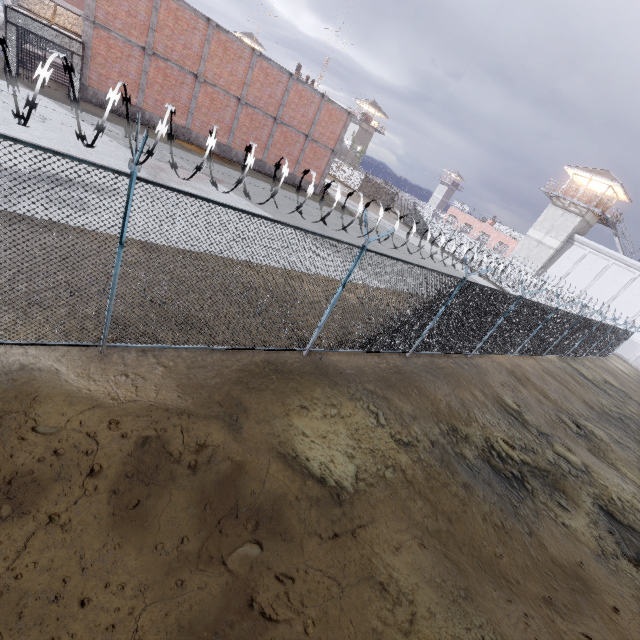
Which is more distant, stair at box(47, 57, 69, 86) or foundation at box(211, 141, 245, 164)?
foundation at box(211, 141, 245, 164)

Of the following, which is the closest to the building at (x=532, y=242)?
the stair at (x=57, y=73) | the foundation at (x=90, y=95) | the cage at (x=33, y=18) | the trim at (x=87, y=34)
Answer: the trim at (x=87, y=34)

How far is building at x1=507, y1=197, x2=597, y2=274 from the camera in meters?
36.2 m

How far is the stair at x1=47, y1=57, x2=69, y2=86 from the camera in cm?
1984

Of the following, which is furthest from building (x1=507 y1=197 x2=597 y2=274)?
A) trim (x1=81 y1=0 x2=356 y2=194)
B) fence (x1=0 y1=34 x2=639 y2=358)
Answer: trim (x1=81 y1=0 x2=356 y2=194)

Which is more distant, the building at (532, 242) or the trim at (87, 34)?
the building at (532, 242)

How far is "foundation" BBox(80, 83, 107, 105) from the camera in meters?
19.0

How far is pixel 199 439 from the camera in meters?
4.7
